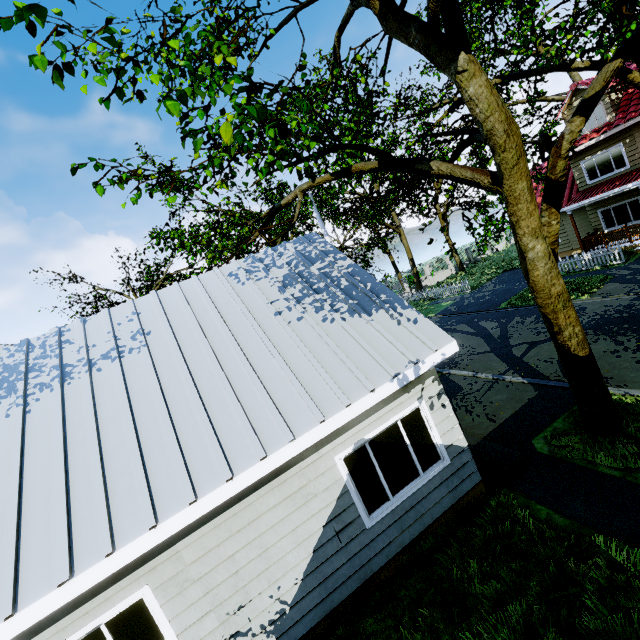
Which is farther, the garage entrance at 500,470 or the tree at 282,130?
the garage entrance at 500,470

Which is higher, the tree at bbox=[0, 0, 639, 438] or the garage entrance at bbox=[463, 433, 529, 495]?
the tree at bbox=[0, 0, 639, 438]

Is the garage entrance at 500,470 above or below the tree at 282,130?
below

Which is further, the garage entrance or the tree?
the garage entrance

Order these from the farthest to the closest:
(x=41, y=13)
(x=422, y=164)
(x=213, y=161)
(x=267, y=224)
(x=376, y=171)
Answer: (x=267, y=224) → (x=376, y=171) → (x=422, y=164) → (x=213, y=161) → (x=41, y=13)

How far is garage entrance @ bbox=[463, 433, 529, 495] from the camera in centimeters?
649cm
